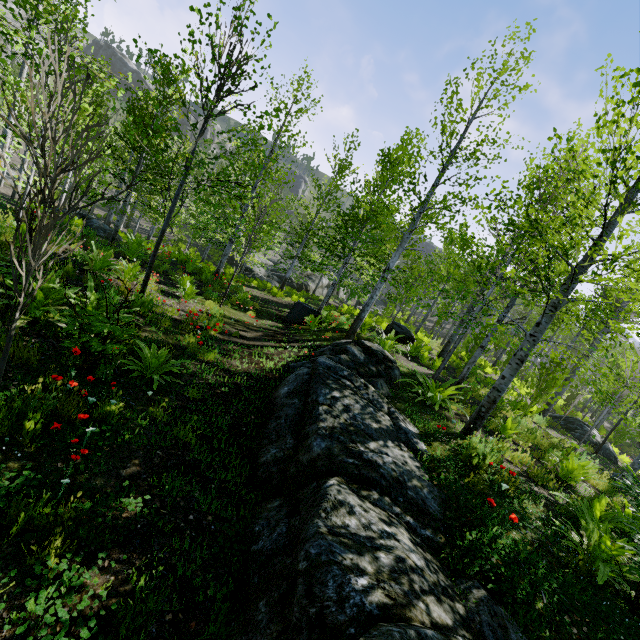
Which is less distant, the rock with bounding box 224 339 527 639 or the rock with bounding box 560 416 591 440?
the rock with bounding box 224 339 527 639

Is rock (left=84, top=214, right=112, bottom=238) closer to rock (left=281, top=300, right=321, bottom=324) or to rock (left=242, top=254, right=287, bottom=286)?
rock (left=281, top=300, right=321, bottom=324)

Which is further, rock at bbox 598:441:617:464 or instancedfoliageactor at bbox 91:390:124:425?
rock at bbox 598:441:617:464

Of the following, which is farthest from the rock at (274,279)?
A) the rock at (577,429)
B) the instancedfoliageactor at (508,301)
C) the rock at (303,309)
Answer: the rock at (577,429)

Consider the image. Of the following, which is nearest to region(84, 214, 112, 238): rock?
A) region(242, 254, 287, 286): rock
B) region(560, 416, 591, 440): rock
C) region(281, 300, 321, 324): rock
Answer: region(281, 300, 321, 324): rock

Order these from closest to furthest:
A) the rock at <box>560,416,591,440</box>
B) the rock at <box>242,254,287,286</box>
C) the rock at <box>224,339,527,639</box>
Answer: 1. the rock at <box>224,339,527,639</box>
2. the rock at <box>560,416,591,440</box>
3. the rock at <box>242,254,287,286</box>

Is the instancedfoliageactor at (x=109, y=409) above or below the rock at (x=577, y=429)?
below

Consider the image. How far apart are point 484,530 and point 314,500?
1.8 meters
